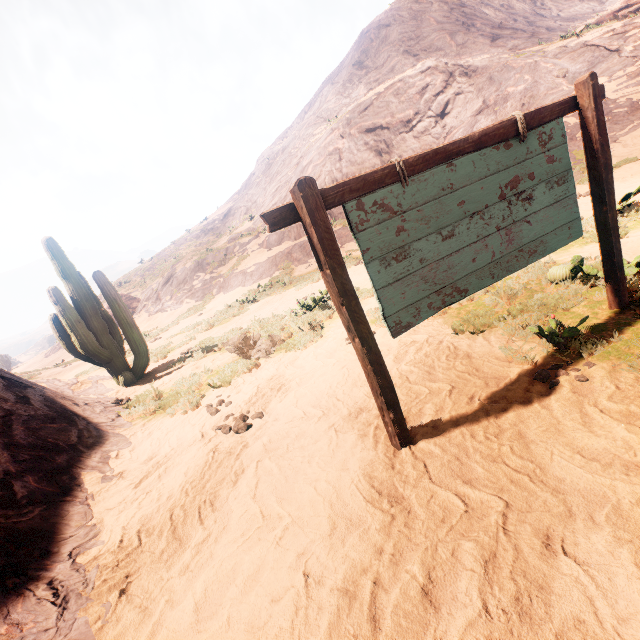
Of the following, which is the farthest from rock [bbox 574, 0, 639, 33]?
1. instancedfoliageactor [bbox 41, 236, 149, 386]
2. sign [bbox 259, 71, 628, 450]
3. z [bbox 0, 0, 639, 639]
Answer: instancedfoliageactor [bbox 41, 236, 149, 386]

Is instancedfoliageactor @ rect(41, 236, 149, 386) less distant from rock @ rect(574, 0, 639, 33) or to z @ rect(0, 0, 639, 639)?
z @ rect(0, 0, 639, 639)

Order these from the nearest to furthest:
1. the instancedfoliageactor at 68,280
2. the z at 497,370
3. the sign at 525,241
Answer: the z at 497,370 < the sign at 525,241 < the instancedfoliageactor at 68,280

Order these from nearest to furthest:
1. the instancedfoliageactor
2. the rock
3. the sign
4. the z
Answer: the z → the sign → the instancedfoliageactor → the rock

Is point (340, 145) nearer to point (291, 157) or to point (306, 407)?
point (291, 157)

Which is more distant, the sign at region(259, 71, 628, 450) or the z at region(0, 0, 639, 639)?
the sign at region(259, 71, 628, 450)

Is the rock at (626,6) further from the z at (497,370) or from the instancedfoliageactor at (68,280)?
the instancedfoliageactor at (68,280)

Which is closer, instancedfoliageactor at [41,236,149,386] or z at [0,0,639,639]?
z at [0,0,639,639]
